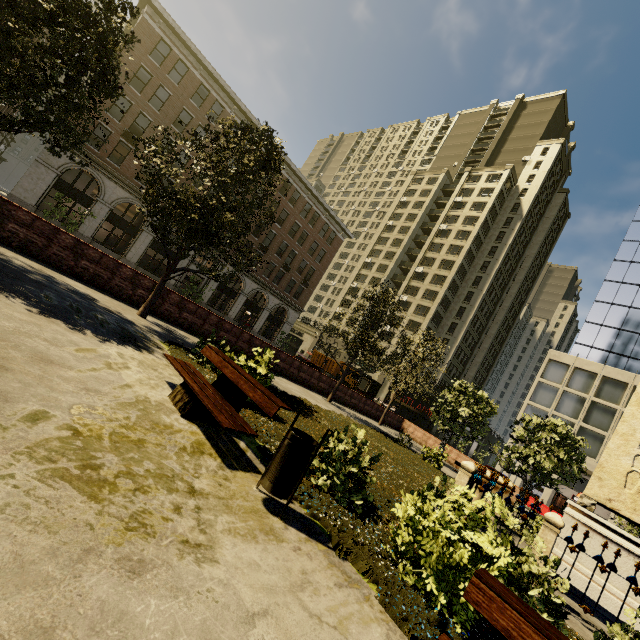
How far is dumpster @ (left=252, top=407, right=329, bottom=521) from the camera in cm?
358

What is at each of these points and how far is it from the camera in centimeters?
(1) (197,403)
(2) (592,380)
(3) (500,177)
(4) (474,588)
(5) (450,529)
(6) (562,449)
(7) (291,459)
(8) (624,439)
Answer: (1) bench, 482cm
(2) building, 3488cm
(3) building, 5525cm
(4) bench, 248cm
(5) plant, 361cm
(6) tree, 1850cm
(7) dumpster, 362cm
(8) obelisk, 736cm

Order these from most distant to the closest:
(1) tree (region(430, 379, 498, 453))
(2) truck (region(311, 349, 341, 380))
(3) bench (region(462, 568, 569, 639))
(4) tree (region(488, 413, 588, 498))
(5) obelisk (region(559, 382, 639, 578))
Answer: (2) truck (region(311, 349, 341, 380))
(1) tree (region(430, 379, 498, 453))
(4) tree (region(488, 413, 588, 498))
(5) obelisk (region(559, 382, 639, 578))
(3) bench (region(462, 568, 569, 639))

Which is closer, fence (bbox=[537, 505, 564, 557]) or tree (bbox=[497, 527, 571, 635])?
tree (bbox=[497, 527, 571, 635])

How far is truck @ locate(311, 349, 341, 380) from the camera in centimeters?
4416cm

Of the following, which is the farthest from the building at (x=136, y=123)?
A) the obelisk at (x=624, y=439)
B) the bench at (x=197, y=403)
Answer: the obelisk at (x=624, y=439)

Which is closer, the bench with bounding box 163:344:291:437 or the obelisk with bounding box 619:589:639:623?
the bench with bounding box 163:344:291:437

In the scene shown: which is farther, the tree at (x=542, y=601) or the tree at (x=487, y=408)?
the tree at (x=487, y=408)
